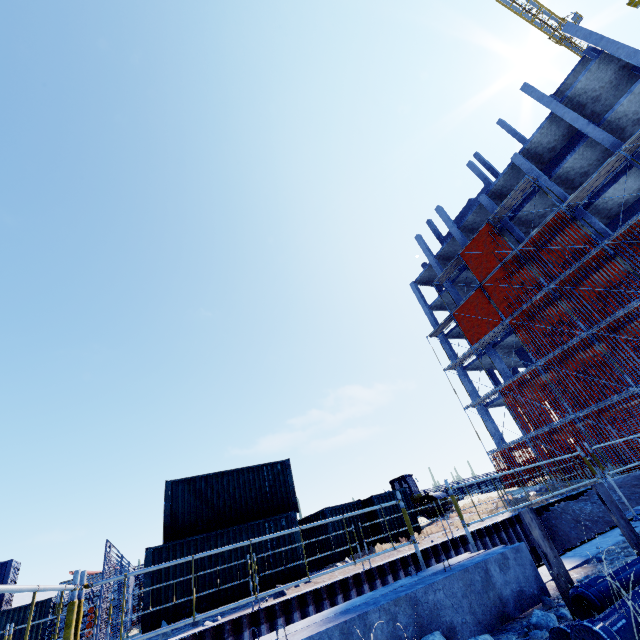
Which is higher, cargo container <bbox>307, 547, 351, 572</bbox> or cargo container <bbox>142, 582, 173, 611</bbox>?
cargo container <bbox>142, 582, 173, 611</bbox>

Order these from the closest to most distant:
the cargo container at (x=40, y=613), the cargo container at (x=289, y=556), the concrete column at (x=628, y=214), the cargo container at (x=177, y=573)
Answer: the cargo container at (x=177, y=573), the cargo container at (x=289, y=556), the cargo container at (x=40, y=613), the concrete column at (x=628, y=214)

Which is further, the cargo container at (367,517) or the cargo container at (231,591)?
the cargo container at (367,517)

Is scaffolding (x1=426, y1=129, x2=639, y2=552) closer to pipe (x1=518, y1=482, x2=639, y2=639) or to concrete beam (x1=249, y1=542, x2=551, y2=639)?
concrete beam (x1=249, y1=542, x2=551, y2=639)

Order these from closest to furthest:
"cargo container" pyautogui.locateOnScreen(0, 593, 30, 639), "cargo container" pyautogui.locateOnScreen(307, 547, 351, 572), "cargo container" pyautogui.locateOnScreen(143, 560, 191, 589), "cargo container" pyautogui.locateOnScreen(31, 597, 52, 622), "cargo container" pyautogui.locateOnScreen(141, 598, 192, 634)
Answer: "cargo container" pyautogui.locateOnScreen(141, 598, 192, 634) < "cargo container" pyautogui.locateOnScreen(143, 560, 191, 589) < "cargo container" pyautogui.locateOnScreen(307, 547, 351, 572) < "cargo container" pyautogui.locateOnScreen(0, 593, 30, 639) < "cargo container" pyautogui.locateOnScreen(31, 597, 52, 622)

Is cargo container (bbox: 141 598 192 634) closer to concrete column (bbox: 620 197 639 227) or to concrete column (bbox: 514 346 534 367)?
concrete column (bbox: 514 346 534 367)

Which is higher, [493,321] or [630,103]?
[630,103]

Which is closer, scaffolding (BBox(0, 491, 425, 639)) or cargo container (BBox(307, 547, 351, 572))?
scaffolding (BBox(0, 491, 425, 639))
